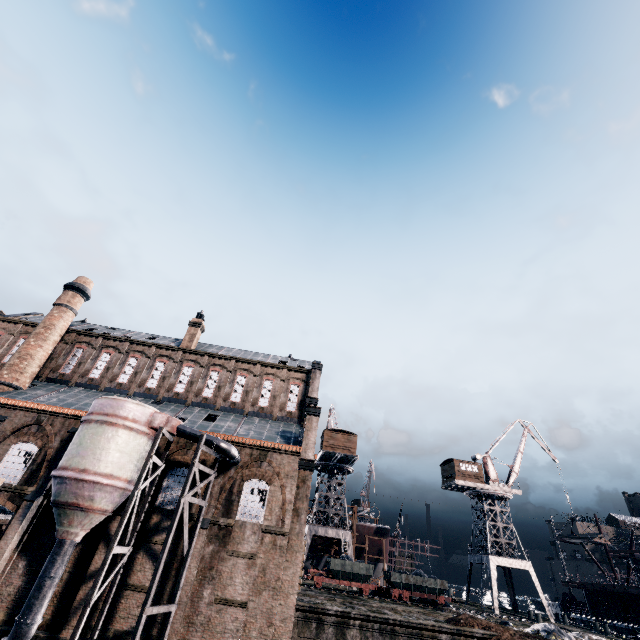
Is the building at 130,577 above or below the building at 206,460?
below

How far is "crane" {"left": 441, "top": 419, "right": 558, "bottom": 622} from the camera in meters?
41.0

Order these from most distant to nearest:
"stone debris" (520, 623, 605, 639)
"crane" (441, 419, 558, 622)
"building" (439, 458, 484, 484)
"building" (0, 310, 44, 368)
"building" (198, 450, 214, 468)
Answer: "building" (439, 458, 484, 484) < "crane" (441, 419, 558, 622) < "building" (0, 310, 44, 368) < "building" (198, 450, 214, 468) < "stone debris" (520, 623, 605, 639)

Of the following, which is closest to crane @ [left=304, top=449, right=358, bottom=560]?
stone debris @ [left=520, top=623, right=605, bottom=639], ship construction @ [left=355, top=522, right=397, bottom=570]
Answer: ship construction @ [left=355, top=522, right=397, bottom=570]

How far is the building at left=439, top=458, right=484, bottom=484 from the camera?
47.53m

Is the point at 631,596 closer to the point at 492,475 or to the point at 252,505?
the point at 492,475

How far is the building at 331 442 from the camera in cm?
4641

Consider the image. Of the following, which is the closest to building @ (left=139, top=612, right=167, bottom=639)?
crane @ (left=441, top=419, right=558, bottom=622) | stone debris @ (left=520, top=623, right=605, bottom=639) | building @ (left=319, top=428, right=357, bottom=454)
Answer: building @ (left=319, top=428, right=357, bottom=454)
